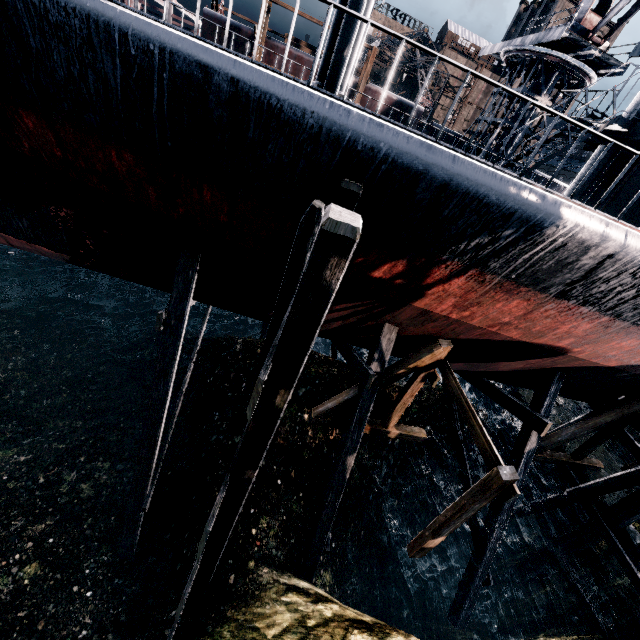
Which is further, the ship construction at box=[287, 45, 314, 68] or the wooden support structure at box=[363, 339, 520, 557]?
the ship construction at box=[287, 45, 314, 68]

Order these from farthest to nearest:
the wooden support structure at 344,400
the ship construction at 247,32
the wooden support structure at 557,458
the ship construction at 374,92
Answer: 1. the ship construction at 374,92
2. the ship construction at 247,32
3. the wooden support structure at 557,458
4. the wooden support structure at 344,400

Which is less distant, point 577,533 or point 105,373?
point 577,533

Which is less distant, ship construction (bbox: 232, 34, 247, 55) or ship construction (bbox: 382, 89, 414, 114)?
ship construction (bbox: 232, 34, 247, 55)

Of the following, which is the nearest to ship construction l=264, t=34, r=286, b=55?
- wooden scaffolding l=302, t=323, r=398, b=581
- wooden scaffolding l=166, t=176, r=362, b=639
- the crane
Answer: the crane

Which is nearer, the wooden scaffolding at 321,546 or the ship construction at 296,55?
the wooden scaffolding at 321,546

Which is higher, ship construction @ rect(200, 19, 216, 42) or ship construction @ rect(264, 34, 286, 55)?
ship construction @ rect(264, 34, 286, 55)

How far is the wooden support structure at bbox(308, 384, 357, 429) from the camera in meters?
10.3
